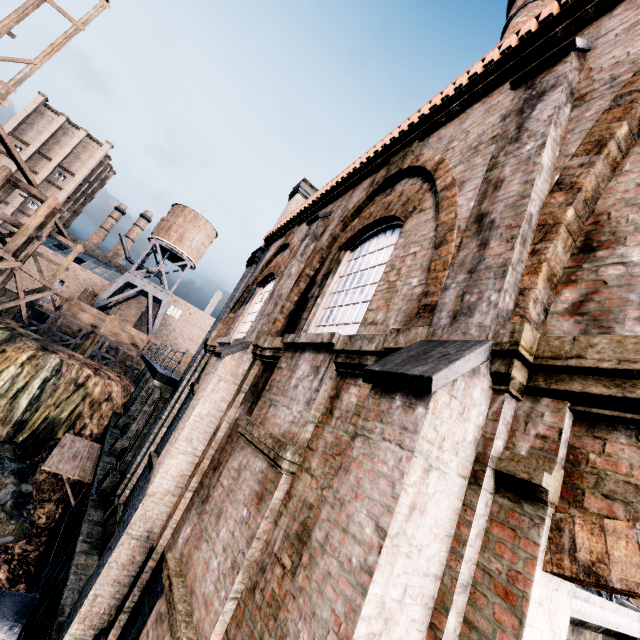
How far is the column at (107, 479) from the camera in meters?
12.2 m

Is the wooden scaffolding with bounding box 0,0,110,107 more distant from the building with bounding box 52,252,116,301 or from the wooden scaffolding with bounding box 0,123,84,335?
the building with bounding box 52,252,116,301

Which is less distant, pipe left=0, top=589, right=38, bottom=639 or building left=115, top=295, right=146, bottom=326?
pipe left=0, top=589, right=38, bottom=639

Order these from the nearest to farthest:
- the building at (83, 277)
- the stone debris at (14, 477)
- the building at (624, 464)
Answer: the building at (624, 464)
the stone debris at (14, 477)
the building at (83, 277)

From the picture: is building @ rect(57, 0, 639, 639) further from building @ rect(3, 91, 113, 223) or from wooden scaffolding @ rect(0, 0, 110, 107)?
building @ rect(3, 91, 113, 223)

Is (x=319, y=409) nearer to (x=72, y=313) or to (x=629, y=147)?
(x=629, y=147)

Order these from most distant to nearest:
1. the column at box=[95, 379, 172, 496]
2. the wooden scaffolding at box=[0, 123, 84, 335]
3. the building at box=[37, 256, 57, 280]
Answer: the building at box=[37, 256, 57, 280] → the wooden scaffolding at box=[0, 123, 84, 335] → the column at box=[95, 379, 172, 496]
